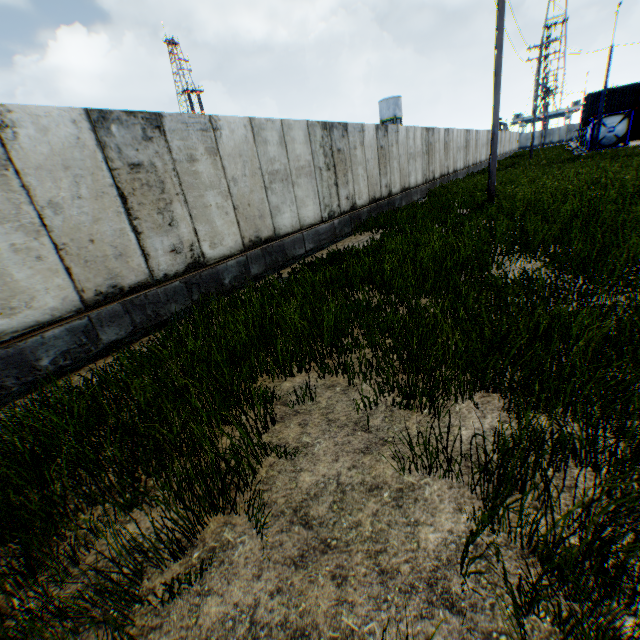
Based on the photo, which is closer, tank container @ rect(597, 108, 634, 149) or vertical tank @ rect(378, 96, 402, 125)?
tank container @ rect(597, 108, 634, 149)

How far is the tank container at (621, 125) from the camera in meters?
29.5

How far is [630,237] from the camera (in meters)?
5.11

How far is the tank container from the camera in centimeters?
2953cm

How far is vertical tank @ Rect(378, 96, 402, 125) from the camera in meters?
56.4 m

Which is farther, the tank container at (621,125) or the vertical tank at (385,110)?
the vertical tank at (385,110)

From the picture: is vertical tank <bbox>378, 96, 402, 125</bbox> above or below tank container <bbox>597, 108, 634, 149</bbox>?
above
